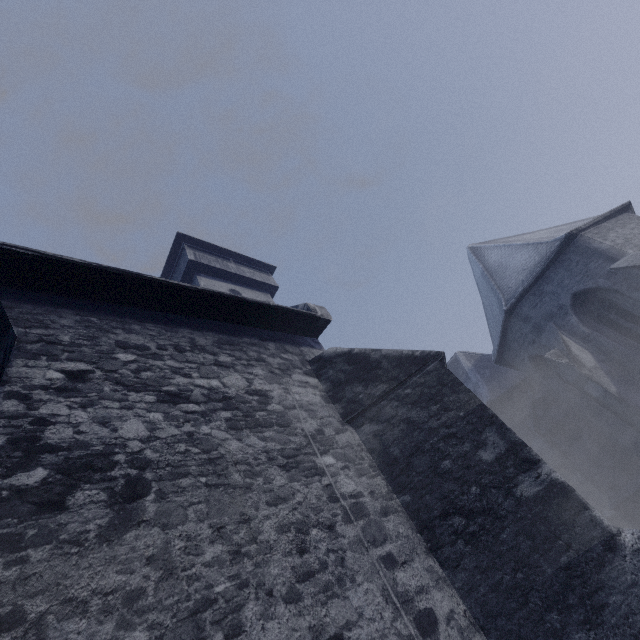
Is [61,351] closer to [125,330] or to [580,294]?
[125,330]
